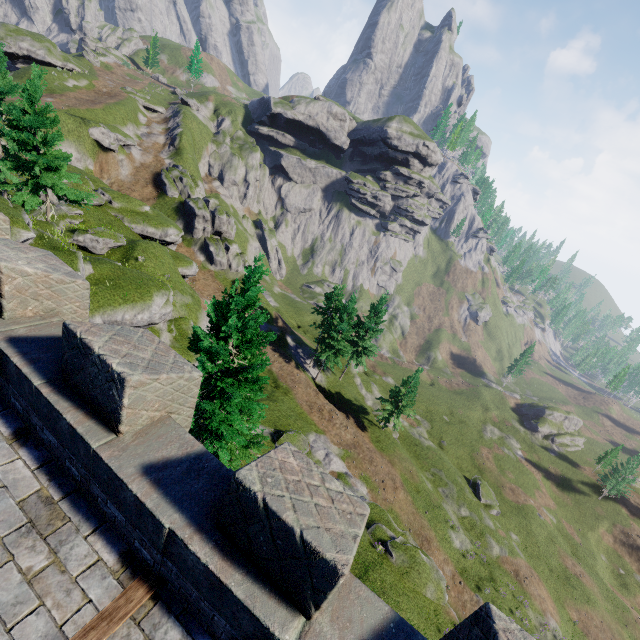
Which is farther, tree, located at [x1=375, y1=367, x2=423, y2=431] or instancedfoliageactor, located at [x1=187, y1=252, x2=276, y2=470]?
tree, located at [x1=375, y1=367, x2=423, y2=431]

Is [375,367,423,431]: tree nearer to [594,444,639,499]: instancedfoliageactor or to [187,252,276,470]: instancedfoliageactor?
[187,252,276,470]: instancedfoliageactor

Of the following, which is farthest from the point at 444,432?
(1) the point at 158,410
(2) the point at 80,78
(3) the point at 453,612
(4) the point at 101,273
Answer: (2) the point at 80,78

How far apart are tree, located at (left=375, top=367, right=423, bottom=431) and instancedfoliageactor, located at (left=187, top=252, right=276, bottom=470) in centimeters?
2793cm

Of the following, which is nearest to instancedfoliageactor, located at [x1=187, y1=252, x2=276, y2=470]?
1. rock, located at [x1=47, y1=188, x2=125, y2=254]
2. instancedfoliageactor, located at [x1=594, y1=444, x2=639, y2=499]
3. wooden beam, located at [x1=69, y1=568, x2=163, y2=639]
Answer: wooden beam, located at [x1=69, y1=568, x2=163, y2=639]

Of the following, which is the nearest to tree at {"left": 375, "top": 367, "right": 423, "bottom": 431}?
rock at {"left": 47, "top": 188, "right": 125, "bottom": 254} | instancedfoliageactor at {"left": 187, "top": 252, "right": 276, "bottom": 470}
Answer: instancedfoliageactor at {"left": 187, "top": 252, "right": 276, "bottom": 470}

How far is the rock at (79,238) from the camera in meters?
26.6 m

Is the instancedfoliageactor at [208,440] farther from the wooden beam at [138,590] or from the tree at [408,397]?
the tree at [408,397]
